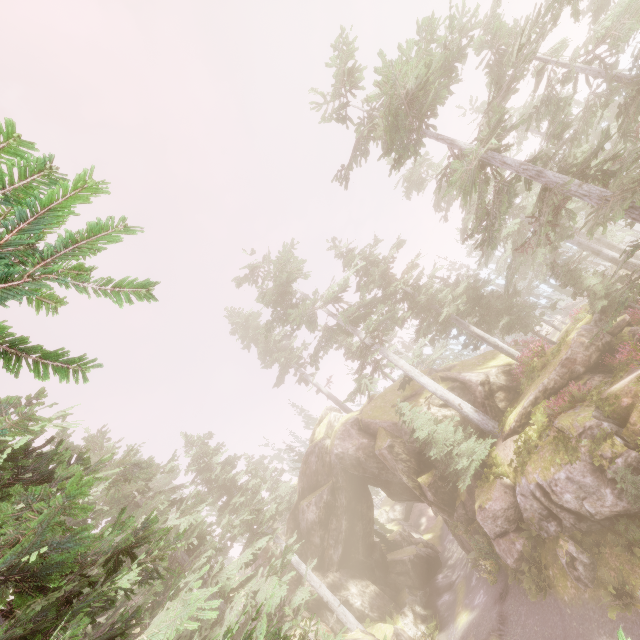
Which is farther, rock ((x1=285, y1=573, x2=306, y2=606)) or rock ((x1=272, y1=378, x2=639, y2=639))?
rock ((x1=285, y1=573, x2=306, y2=606))

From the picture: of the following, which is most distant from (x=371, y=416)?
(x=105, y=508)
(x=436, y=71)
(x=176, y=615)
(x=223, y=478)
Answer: (x=176, y=615)

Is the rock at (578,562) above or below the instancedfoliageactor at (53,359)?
below

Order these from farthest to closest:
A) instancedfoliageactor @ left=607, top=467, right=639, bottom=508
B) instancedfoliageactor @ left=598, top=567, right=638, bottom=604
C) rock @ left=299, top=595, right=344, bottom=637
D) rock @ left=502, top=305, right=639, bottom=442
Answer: rock @ left=299, top=595, right=344, bottom=637 → rock @ left=502, top=305, right=639, bottom=442 → instancedfoliageactor @ left=598, top=567, right=638, bottom=604 → instancedfoliageactor @ left=607, top=467, right=639, bottom=508

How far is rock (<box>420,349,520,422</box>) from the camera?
22.5 meters

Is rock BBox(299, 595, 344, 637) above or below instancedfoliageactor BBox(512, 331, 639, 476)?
above

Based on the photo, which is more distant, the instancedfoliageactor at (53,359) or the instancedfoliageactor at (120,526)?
the instancedfoliageactor at (120,526)

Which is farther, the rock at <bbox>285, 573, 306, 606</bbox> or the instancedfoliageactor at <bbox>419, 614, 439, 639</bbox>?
the rock at <bbox>285, 573, 306, 606</bbox>
